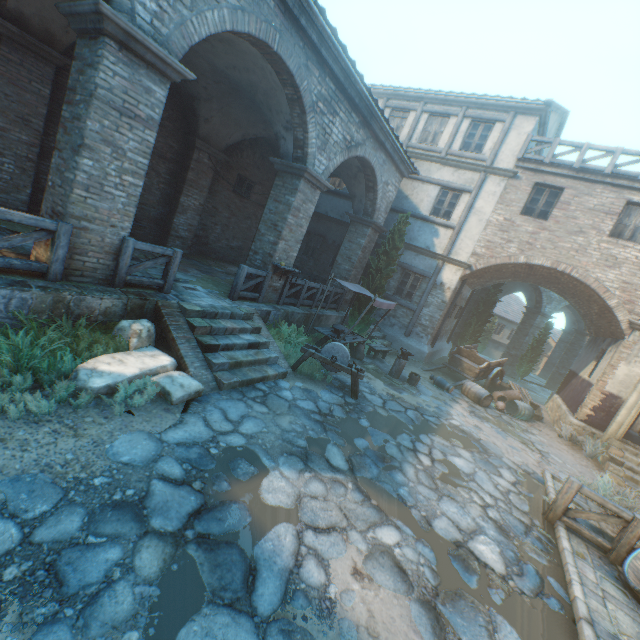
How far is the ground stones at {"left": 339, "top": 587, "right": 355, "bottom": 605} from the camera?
3.21m

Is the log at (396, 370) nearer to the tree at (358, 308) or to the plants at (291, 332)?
the tree at (358, 308)

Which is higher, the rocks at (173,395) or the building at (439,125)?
the building at (439,125)

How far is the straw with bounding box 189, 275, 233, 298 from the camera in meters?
8.7 m

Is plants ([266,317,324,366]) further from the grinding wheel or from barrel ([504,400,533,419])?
barrel ([504,400,533,419])

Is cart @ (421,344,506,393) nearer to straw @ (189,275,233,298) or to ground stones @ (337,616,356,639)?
ground stones @ (337,616,356,639)

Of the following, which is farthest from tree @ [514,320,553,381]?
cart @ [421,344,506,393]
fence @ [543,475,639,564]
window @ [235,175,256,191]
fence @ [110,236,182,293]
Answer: fence @ [543,475,639,564]

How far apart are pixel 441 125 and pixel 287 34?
10.7 meters
